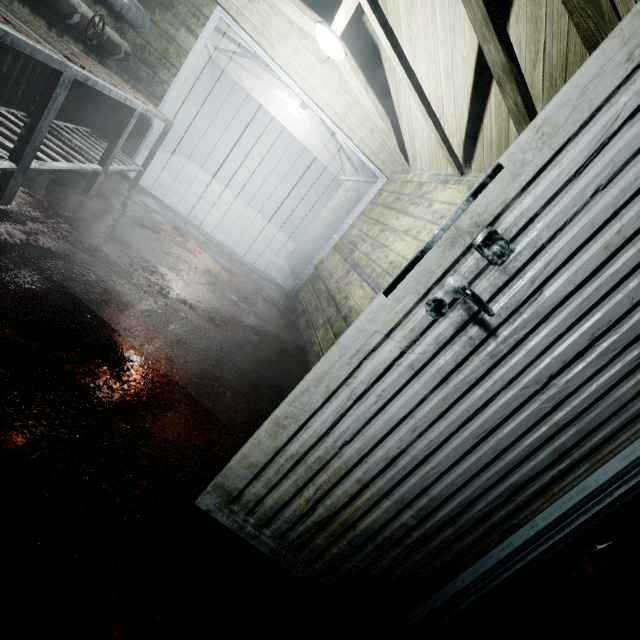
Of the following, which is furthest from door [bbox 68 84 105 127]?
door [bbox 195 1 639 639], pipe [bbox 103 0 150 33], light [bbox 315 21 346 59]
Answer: door [bbox 195 1 639 639]

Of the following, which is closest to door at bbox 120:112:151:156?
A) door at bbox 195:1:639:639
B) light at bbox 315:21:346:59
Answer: light at bbox 315:21:346:59

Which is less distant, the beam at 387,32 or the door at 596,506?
the door at 596,506

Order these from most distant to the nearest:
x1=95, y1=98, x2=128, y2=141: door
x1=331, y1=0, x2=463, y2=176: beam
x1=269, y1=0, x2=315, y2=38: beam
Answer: x1=95, y1=98, x2=128, y2=141: door → x1=269, y1=0, x2=315, y2=38: beam → x1=331, y1=0, x2=463, y2=176: beam

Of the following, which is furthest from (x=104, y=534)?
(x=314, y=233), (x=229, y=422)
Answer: (x=314, y=233)

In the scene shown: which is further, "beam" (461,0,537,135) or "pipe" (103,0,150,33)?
"pipe" (103,0,150,33)

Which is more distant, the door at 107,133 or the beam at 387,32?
the door at 107,133

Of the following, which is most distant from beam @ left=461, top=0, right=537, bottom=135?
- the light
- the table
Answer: the table
